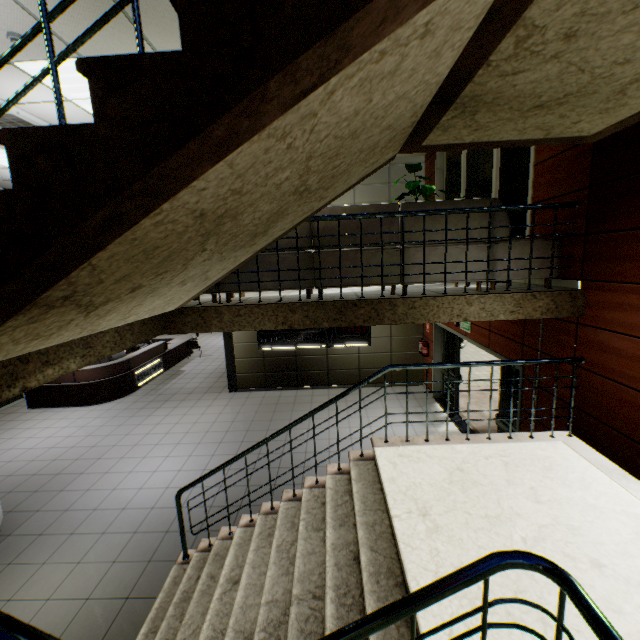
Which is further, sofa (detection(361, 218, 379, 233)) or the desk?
the desk

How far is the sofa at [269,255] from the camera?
3.9m

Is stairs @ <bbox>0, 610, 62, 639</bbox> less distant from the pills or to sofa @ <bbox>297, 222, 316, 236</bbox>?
sofa @ <bbox>297, 222, 316, 236</bbox>

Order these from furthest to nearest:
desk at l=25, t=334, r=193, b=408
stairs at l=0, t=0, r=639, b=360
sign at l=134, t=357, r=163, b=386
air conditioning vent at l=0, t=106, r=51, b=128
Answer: sign at l=134, t=357, r=163, b=386 < desk at l=25, t=334, r=193, b=408 < air conditioning vent at l=0, t=106, r=51, b=128 < stairs at l=0, t=0, r=639, b=360

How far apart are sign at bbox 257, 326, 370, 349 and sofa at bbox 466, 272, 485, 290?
4.9 meters

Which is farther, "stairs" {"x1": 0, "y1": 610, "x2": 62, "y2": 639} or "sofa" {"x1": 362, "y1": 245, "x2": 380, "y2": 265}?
"sofa" {"x1": 362, "y1": 245, "x2": 380, "y2": 265}

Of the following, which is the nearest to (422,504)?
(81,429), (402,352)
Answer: (402,352)

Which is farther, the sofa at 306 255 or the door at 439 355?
the door at 439 355
